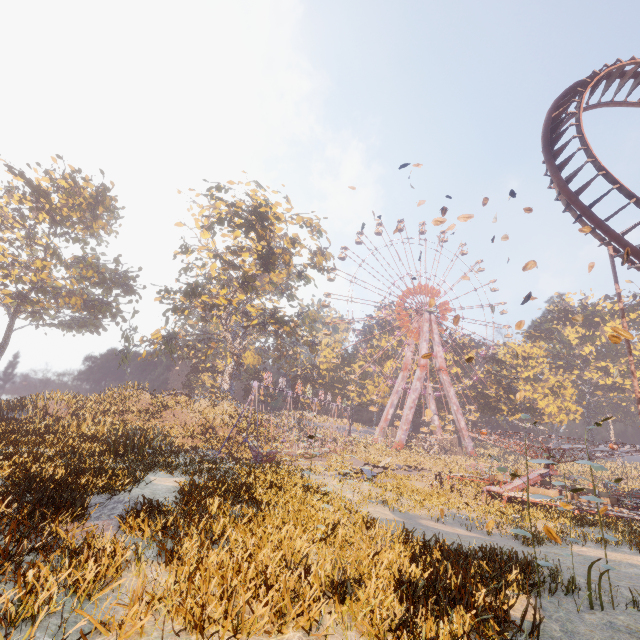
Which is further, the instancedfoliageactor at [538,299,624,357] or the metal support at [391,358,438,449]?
the instancedfoliageactor at [538,299,624,357]

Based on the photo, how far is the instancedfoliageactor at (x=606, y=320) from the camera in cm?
5552

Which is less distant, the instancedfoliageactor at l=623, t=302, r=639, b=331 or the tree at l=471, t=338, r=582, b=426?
the tree at l=471, t=338, r=582, b=426

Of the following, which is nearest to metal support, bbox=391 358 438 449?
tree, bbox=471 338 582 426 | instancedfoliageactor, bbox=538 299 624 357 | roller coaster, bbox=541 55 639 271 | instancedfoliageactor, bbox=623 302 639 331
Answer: tree, bbox=471 338 582 426

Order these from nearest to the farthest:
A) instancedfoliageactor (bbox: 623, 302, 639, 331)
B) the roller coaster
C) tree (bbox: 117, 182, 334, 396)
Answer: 1. the roller coaster
2. tree (bbox: 117, 182, 334, 396)
3. instancedfoliageactor (bbox: 623, 302, 639, 331)

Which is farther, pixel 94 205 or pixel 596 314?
pixel 596 314

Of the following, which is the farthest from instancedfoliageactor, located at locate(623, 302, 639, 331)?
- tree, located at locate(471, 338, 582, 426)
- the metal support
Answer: the metal support

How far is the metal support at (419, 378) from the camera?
53.1 meters
